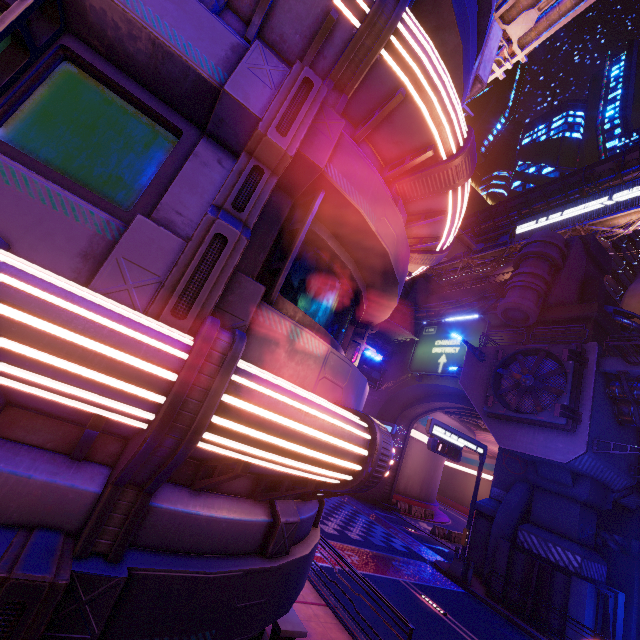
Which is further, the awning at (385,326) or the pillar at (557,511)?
the awning at (385,326)

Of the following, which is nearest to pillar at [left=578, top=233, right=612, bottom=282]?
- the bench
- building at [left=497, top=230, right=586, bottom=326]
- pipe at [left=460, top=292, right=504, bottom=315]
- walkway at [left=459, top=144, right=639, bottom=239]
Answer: building at [left=497, top=230, right=586, bottom=326]

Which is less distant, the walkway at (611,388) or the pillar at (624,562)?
the walkway at (611,388)

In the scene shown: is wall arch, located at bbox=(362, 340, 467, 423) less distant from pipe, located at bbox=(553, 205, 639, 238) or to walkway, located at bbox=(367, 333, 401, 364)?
walkway, located at bbox=(367, 333, 401, 364)

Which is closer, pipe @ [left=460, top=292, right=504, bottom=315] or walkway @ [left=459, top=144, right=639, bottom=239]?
pipe @ [left=460, top=292, right=504, bottom=315]

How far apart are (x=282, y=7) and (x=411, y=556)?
23.7 meters

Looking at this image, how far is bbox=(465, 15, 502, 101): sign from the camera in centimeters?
1184cm

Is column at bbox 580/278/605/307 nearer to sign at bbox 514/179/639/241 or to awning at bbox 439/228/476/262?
awning at bbox 439/228/476/262
